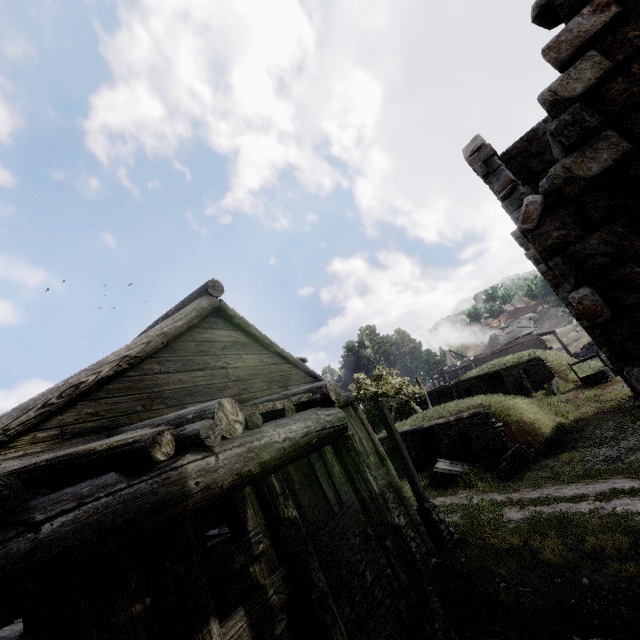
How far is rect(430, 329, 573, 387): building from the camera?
46.5 meters

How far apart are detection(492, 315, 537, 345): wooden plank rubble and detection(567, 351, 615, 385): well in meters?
24.9 m

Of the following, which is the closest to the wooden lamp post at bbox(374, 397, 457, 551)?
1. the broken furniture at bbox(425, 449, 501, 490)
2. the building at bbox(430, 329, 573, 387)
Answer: the broken furniture at bbox(425, 449, 501, 490)

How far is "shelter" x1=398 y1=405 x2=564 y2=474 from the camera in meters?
17.1 m

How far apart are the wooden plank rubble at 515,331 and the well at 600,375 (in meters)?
24.85

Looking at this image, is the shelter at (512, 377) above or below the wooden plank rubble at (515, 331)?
below

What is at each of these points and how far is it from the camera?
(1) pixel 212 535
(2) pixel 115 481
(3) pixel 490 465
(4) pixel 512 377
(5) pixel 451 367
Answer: (1) wooden plank rubble, 10.2 meters
(2) building, 2.4 meters
(3) broken furniture, 16.1 meters
(4) shelter, 29.8 meters
(5) building, 53.9 meters

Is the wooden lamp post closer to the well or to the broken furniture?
the broken furniture
